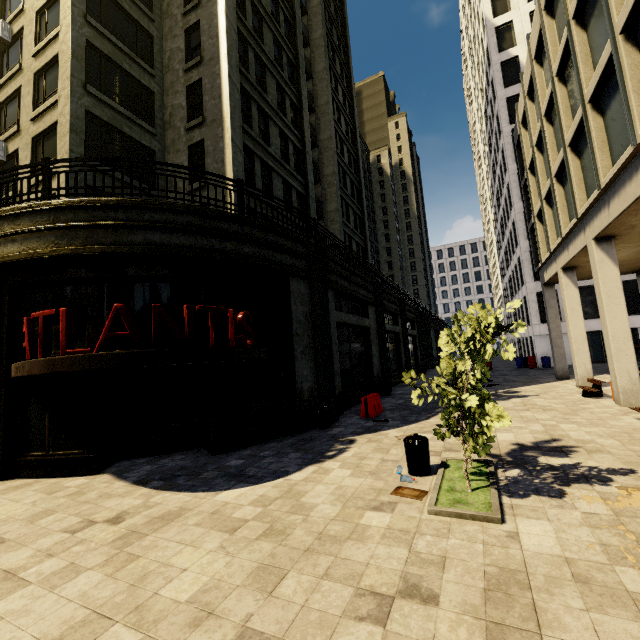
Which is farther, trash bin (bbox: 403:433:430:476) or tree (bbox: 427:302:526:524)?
trash bin (bbox: 403:433:430:476)

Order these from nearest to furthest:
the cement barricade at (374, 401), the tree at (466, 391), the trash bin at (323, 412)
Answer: the tree at (466, 391) < the trash bin at (323, 412) < the cement barricade at (374, 401)

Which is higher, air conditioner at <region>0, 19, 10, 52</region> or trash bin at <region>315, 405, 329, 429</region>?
air conditioner at <region>0, 19, 10, 52</region>

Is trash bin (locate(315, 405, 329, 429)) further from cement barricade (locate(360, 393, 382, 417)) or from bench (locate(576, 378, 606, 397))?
bench (locate(576, 378, 606, 397))

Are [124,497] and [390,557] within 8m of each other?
yes

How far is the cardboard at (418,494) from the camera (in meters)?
5.40

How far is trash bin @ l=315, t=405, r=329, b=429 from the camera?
11.0m

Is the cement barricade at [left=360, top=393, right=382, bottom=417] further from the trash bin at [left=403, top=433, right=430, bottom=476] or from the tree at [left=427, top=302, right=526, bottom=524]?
the trash bin at [left=403, top=433, right=430, bottom=476]
